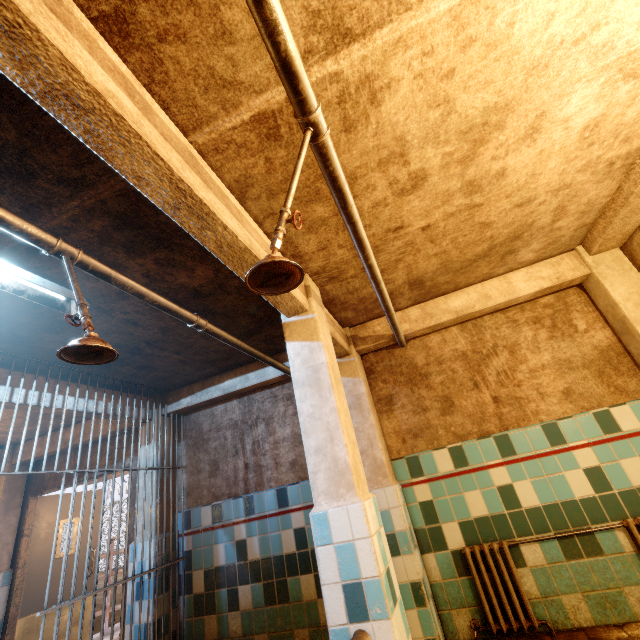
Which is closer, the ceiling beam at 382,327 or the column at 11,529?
the ceiling beam at 382,327

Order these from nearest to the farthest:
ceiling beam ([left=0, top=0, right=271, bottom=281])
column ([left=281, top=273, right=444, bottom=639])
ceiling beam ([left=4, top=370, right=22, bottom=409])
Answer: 1. ceiling beam ([left=0, top=0, right=271, bottom=281])
2. column ([left=281, top=273, right=444, bottom=639])
3. ceiling beam ([left=4, top=370, right=22, bottom=409])

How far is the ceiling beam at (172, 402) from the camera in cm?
407

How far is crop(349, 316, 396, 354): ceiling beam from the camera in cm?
370

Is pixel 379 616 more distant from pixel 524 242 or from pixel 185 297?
pixel 524 242

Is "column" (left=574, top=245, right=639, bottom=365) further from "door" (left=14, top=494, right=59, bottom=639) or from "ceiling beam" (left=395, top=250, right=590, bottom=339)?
"door" (left=14, top=494, right=59, bottom=639)

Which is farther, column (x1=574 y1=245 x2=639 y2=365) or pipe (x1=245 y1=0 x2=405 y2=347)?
column (x1=574 y1=245 x2=639 y2=365)

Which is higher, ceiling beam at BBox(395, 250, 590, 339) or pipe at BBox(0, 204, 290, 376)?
ceiling beam at BBox(395, 250, 590, 339)
